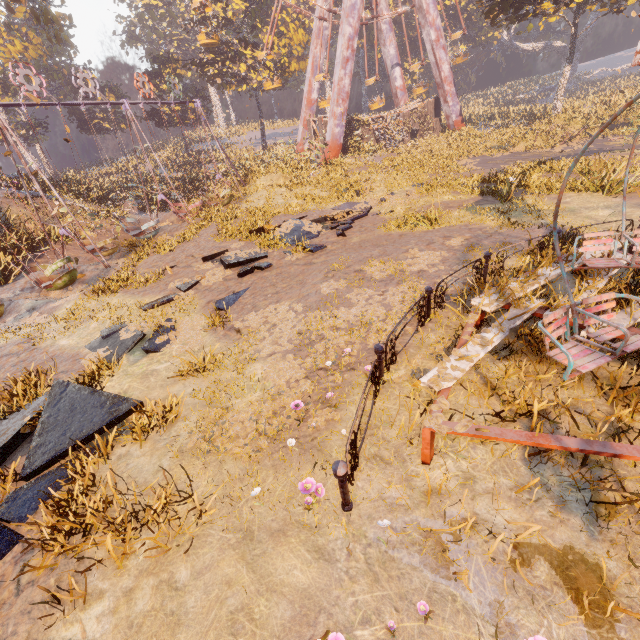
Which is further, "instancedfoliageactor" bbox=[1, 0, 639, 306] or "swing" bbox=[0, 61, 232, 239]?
"instancedfoliageactor" bbox=[1, 0, 639, 306]

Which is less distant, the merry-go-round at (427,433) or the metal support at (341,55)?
the merry-go-round at (427,433)

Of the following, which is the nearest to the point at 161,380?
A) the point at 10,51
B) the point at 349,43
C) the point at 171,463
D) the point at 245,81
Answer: the point at 171,463

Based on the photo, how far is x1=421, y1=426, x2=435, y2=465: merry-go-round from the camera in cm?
354

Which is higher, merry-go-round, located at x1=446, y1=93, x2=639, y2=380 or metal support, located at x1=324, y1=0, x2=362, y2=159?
metal support, located at x1=324, y1=0, x2=362, y2=159

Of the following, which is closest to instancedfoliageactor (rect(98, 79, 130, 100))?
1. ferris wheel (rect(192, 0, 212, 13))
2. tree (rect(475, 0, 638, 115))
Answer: ferris wheel (rect(192, 0, 212, 13))

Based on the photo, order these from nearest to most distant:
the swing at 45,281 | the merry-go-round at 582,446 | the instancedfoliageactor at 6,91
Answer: the merry-go-round at 582,446, the swing at 45,281, the instancedfoliageactor at 6,91

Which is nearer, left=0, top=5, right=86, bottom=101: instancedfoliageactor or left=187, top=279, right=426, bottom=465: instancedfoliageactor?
left=187, top=279, right=426, bottom=465: instancedfoliageactor
